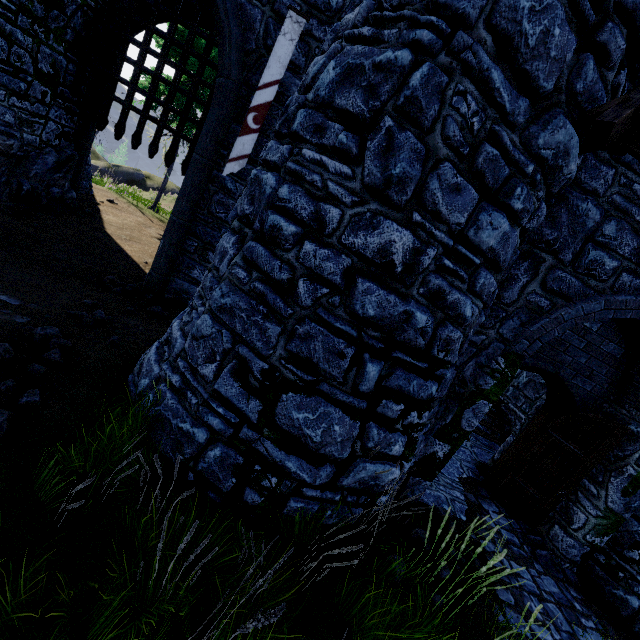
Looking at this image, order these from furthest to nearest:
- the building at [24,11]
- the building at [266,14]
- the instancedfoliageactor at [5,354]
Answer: the building at [24,11], the building at [266,14], the instancedfoliageactor at [5,354]

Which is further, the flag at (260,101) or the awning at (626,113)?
the flag at (260,101)

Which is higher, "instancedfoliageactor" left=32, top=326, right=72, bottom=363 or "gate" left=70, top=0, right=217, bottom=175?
"gate" left=70, top=0, right=217, bottom=175

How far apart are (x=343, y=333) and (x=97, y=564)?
2.81m

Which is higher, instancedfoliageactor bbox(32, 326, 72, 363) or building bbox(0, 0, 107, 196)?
building bbox(0, 0, 107, 196)

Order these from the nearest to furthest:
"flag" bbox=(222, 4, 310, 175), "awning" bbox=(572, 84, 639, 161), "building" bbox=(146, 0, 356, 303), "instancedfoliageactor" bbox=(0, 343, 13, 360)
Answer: "awning" bbox=(572, 84, 639, 161) → "instancedfoliageactor" bbox=(0, 343, 13, 360) → "flag" bbox=(222, 4, 310, 175) → "building" bbox=(146, 0, 356, 303)

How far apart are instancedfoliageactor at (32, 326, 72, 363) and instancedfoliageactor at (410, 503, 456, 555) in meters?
5.5

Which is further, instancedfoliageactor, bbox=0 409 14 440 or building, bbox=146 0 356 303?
building, bbox=146 0 356 303
